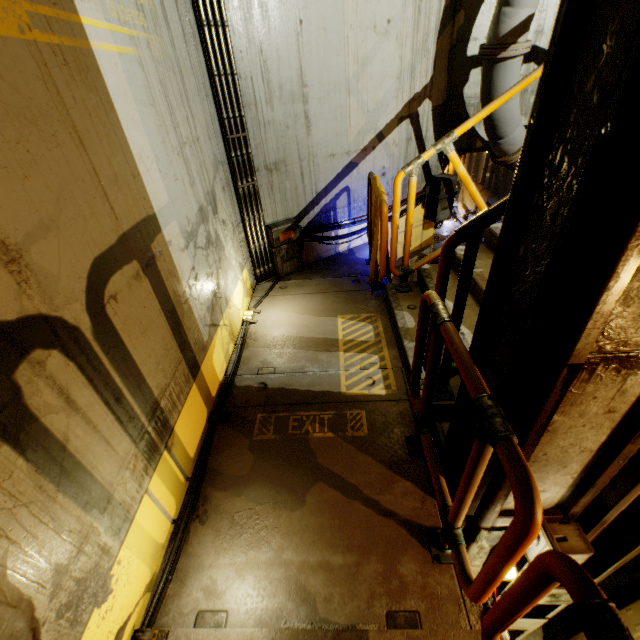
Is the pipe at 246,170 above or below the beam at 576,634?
above

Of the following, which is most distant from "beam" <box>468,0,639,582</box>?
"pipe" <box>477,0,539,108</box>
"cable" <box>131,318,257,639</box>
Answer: "cable" <box>131,318,257,639</box>

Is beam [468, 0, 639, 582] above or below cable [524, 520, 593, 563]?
above

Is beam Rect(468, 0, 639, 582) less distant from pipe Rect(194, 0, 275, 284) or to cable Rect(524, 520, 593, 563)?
cable Rect(524, 520, 593, 563)

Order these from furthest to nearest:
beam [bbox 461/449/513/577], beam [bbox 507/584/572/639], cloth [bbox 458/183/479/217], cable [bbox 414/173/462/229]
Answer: cloth [bbox 458/183/479/217]
cable [bbox 414/173/462/229]
beam [bbox 507/584/572/639]
beam [bbox 461/449/513/577]

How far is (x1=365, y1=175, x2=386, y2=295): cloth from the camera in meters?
3.8 m

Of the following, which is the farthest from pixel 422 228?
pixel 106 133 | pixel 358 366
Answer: pixel 106 133

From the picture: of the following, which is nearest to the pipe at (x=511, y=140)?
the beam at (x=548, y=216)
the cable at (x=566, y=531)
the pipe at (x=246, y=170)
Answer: the beam at (x=548, y=216)
